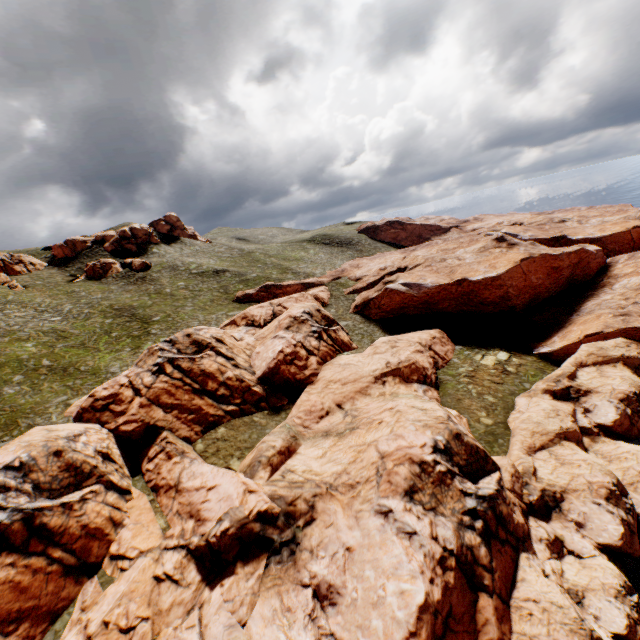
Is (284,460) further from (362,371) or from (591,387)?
(591,387)
